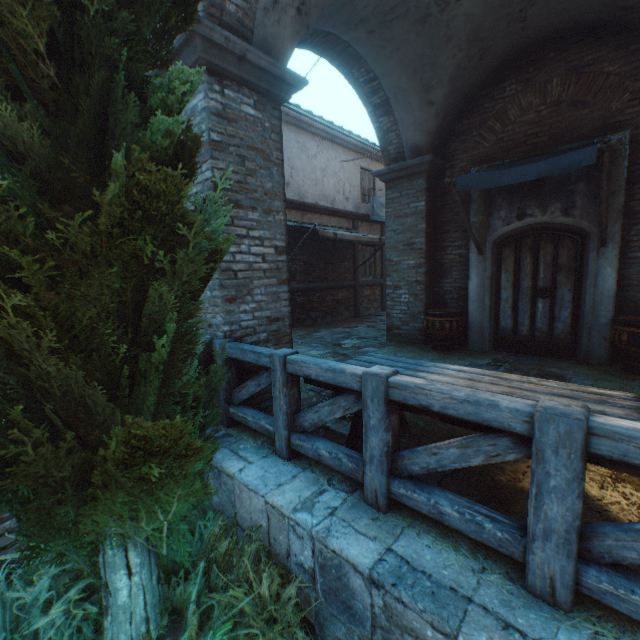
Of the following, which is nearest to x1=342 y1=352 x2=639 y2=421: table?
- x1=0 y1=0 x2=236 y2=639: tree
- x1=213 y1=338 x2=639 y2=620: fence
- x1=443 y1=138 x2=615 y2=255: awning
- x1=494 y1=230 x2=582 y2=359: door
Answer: x1=213 y1=338 x2=639 y2=620: fence

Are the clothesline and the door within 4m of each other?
no

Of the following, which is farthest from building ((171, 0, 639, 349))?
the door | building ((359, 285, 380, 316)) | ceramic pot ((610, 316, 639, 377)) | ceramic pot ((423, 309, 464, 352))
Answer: ceramic pot ((610, 316, 639, 377))

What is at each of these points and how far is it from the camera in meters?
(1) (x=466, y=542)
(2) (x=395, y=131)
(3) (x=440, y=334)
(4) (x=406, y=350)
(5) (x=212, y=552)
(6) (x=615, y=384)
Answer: (1) straw, 2.0 m
(2) building, 6.8 m
(3) ceramic pot, 6.6 m
(4) straw, 6.9 m
(5) plants, 2.5 m
(6) straw, 4.5 m

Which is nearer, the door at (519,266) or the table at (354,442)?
the table at (354,442)

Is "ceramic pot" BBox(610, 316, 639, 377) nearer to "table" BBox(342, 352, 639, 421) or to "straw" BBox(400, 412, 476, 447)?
"straw" BBox(400, 412, 476, 447)

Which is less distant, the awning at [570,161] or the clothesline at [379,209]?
the awning at [570,161]

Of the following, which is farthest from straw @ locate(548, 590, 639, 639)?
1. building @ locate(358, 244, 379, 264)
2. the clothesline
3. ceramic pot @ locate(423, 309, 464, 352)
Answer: the clothesline
